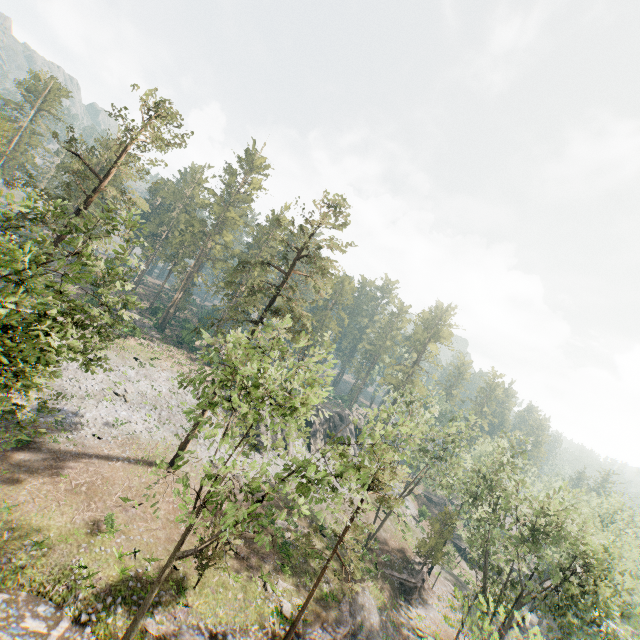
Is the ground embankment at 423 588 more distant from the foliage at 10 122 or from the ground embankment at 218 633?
the ground embankment at 218 633

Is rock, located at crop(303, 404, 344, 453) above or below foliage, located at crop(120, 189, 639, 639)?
below

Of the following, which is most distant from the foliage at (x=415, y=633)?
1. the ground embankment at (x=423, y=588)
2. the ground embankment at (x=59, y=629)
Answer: the ground embankment at (x=59, y=629)

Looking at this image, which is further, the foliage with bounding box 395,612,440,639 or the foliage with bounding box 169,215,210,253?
the foliage with bounding box 169,215,210,253

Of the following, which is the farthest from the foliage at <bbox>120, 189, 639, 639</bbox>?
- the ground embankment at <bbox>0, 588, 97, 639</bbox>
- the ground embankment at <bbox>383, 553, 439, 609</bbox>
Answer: the ground embankment at <bbox>0, 588, 97, 639</bbox>

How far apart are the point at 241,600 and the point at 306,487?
14.1 meters

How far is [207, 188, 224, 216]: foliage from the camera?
56.1 meters

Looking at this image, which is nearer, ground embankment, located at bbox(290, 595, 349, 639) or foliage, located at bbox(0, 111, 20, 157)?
ground embankment, located at bbox(290, 595, 349, 639)
